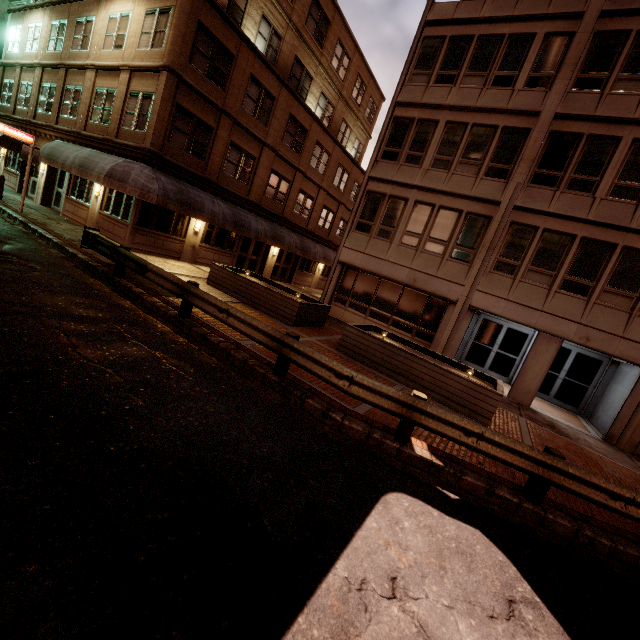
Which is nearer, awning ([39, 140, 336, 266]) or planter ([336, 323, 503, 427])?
planter ([336, 323, 503, 427])

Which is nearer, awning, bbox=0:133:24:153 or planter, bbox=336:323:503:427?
planter, bbox=336:323:503:427

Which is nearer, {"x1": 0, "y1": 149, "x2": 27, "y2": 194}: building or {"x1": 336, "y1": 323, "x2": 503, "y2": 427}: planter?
{"x1": 336, "y1": 323, "x2": 503, "y2": 427}: planter

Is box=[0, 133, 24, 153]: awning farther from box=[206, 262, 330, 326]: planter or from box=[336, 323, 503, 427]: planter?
box=[336, 323, 503, 427]: planter

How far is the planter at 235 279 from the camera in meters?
12.1

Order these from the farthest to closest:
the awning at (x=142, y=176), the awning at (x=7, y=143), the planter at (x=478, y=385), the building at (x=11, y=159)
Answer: the building at (x=11, y=159)
the awning at (x=7, y=143)
the awning at (x=142, y=176)
the planter at (x=478, y=385)

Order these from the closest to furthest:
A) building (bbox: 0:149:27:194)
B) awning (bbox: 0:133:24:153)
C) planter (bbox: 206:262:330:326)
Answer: planter (bbox: 206:262:330:326) < awning (bbox: 0:133:24:153) < building (bbox: 0:149:27:194)

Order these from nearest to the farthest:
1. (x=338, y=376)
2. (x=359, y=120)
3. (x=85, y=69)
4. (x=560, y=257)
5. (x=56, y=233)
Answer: (x=338, y=376), (x=560, y=257), (x=56, y=233), (x=85, y=69), (x=359, y=120)
